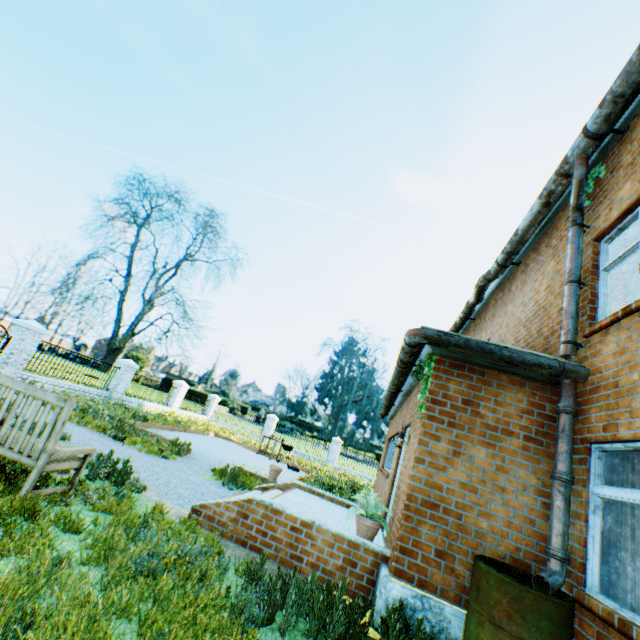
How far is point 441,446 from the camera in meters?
5.0

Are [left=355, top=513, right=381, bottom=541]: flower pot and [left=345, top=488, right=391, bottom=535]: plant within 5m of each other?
yes

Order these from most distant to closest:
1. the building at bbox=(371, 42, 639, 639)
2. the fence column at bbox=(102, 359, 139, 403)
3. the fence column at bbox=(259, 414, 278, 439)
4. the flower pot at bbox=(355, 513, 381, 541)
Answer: the fence column at bbox=(259, 414, 278, 439) < the fence column at bbox=(102, 359, 139, 403) < the flower pot at bbox=(355, 513, 381, 541) < the building at bbox=(371, 42, 639, 639)

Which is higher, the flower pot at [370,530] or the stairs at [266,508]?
the flower pot at [370,530]

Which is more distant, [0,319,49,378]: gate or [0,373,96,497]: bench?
[0,319,49,378]: gate

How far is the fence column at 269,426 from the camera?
25.8m

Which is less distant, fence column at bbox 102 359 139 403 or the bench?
the bench

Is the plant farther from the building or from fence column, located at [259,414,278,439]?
fence column, located at [259,414,278,439]
